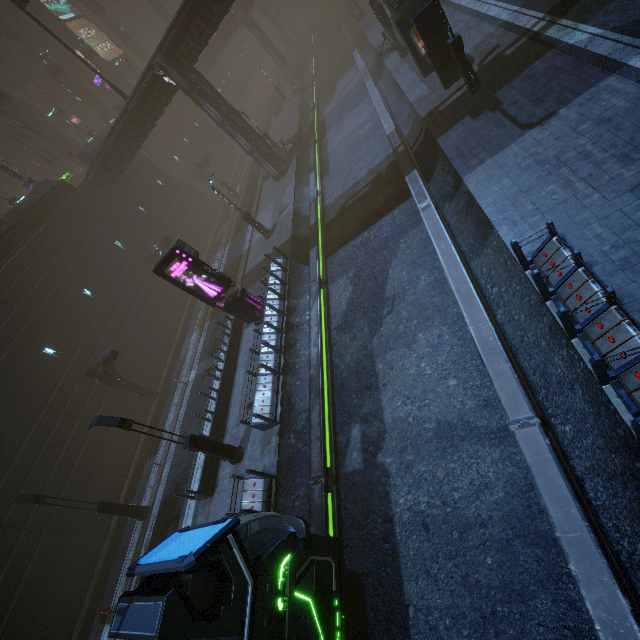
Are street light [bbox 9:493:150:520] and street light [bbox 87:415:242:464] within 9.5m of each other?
yes

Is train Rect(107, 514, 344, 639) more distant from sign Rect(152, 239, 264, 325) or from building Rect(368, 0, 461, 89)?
sign Rect(152, 239, 264, 325)

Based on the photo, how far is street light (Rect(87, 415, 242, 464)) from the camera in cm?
1088

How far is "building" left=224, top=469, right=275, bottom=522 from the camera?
10.8m

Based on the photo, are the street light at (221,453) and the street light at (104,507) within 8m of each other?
yes

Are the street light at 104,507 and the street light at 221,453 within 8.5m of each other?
yes

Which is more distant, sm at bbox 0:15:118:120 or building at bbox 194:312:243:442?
sm at bbox 0:15:118:120

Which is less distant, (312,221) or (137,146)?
(312,221)
